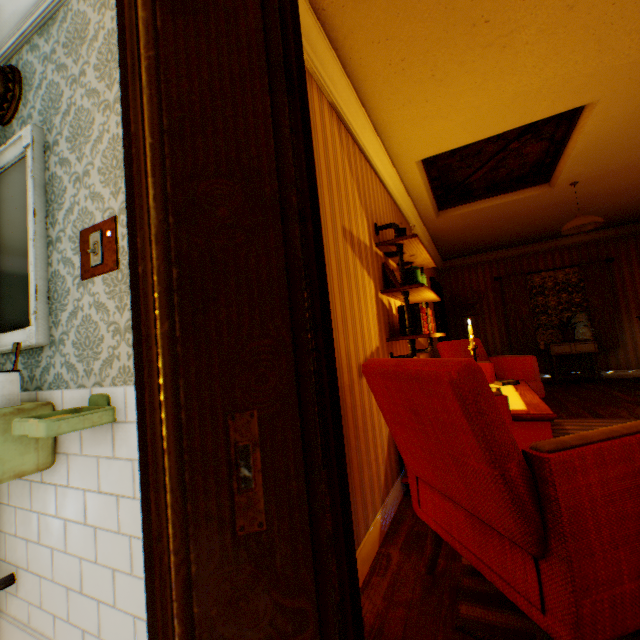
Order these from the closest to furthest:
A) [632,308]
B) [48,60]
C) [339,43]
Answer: [48,60]
[339,43]
[632,308]

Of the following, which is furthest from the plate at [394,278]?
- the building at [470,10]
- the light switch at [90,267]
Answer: the light switch at [90,267]

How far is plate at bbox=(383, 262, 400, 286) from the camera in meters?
3.0

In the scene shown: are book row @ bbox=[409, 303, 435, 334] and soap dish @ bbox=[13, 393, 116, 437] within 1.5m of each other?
no

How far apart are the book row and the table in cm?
63

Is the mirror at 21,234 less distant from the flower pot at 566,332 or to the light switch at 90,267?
the light switch at 90,267

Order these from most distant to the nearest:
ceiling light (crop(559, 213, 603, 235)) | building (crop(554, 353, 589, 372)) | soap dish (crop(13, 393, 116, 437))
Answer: building (crop(554, 353, 589, 372)) → ceiling light (crop(559, 213, 603, 235)) → soap dish (crop(13, 393, 116, 437))

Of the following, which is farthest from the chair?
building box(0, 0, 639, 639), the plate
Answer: the plate
